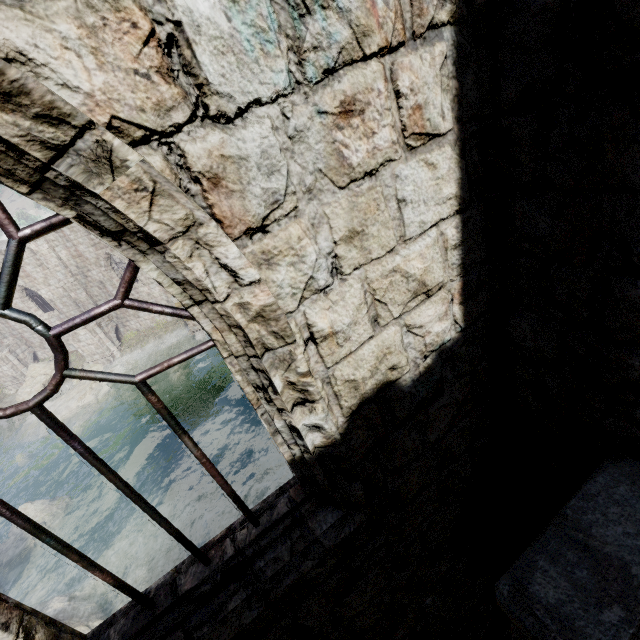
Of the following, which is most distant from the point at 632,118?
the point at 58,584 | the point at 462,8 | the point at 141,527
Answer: the point at 58,584

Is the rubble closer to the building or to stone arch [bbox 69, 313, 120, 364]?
stone arch [bbox 69, 313, 120, 364]

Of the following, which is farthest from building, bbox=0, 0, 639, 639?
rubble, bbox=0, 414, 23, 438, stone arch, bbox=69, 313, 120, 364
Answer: rubble, bbox=0, 414, 23, 438

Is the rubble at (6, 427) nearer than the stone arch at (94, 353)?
Yes

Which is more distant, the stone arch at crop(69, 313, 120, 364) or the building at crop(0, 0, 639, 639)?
the stone arch at crop(69, 313, 120, 364)

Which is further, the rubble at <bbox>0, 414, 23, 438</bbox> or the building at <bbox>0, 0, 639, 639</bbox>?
the rubble at <bbox>0, 414, 23, 438</bbox>

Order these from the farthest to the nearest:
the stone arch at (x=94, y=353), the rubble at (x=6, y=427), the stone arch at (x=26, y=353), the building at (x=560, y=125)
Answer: the stone arch at (x=26, y=353) → the stone arch at (x=94, y=353) → the rubble at (x=6, y=427) → the building at (x=560, y=125)
